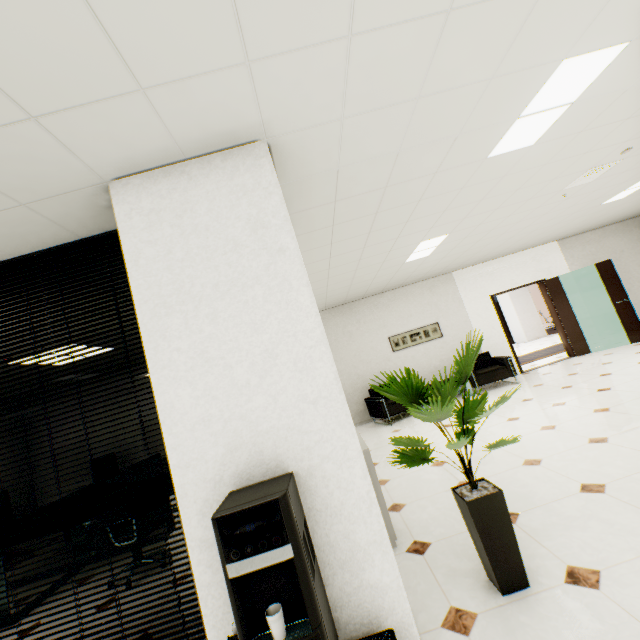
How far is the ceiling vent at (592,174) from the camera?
4.19m

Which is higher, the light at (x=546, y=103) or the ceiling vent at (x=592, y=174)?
the light at (x=546, y=103)

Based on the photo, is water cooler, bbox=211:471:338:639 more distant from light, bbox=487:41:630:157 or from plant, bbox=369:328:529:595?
light, bbox=487:41:630:157

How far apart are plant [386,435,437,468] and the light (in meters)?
1.81

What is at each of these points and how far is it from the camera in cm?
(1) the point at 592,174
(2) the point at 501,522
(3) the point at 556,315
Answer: (1) ceiling vent, 438
(2) plant, 190
(3) door, 833

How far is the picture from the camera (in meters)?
8.17

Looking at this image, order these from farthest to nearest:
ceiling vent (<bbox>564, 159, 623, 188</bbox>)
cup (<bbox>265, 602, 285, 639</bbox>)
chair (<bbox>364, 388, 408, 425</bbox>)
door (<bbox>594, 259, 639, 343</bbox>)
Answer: door (<bbox>594, 259, 639, 343</bbox>), chair (<bbox>364, 388, 408, 425</bbox>), ceiling vent (<bbox>564, 159, 623, 188</bbox>), cup (<bbox>265, 602, 285, 639</bbox>)

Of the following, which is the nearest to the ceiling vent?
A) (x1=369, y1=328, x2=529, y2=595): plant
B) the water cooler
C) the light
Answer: the light
